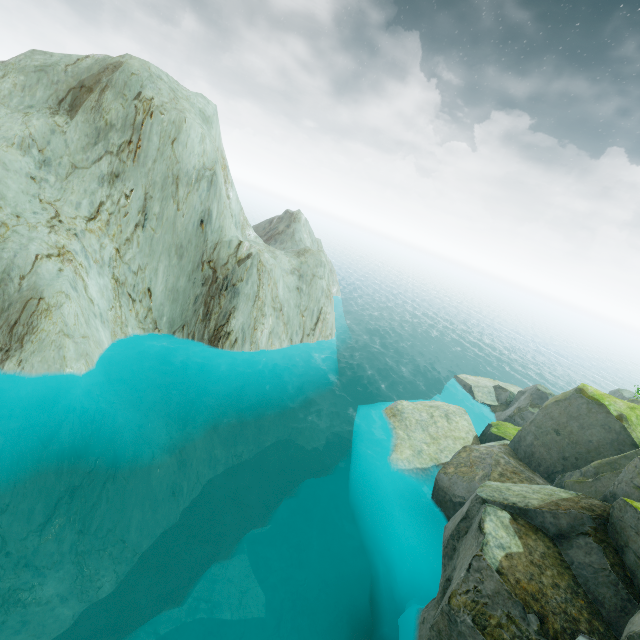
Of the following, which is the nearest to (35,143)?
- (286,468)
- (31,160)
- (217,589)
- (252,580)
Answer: (31,160)
